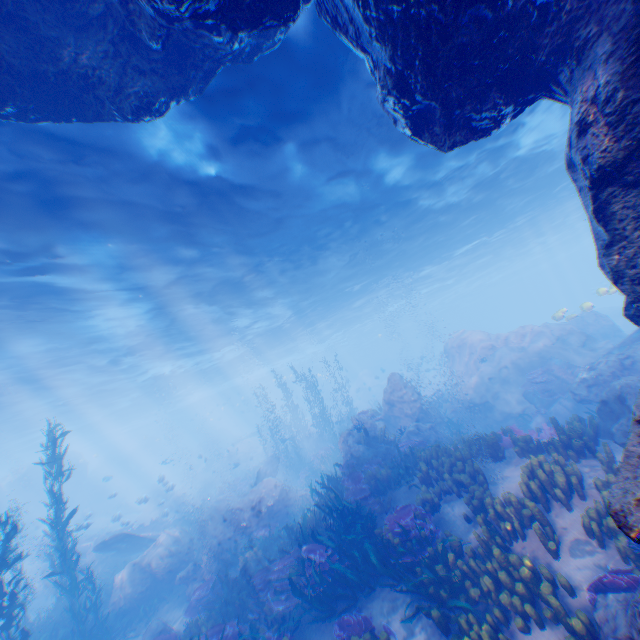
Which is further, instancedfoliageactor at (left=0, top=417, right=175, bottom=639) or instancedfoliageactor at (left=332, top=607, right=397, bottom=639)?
instancedfoliageactor at (left=0, top=417, right=175, bottom=639)

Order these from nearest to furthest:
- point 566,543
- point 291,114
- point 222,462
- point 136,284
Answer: → point 566,543, point 291,114, point 136,284, point 222,462

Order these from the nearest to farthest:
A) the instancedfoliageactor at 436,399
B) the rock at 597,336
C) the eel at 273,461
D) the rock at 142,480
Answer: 1. the rock at 597,336
2. the eel at 273,461
3. the instancedfoliageactor at 436,399
4. the rock at 142,480

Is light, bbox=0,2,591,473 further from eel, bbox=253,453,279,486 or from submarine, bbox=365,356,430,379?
eel, bbox=253,453,279,486

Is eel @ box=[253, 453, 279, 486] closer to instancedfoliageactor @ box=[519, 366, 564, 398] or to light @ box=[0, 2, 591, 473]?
instancedfoliageactor @ box=[519, 366, 564, 398]

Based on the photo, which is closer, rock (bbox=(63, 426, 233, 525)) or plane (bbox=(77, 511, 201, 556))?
plane (bbox=(77, 511, 201, 556))

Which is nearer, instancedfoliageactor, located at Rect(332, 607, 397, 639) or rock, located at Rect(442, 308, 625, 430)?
instancedfoliageactor, located at Rect(332, 607, 397, 639)

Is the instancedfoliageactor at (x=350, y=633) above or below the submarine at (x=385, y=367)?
below
